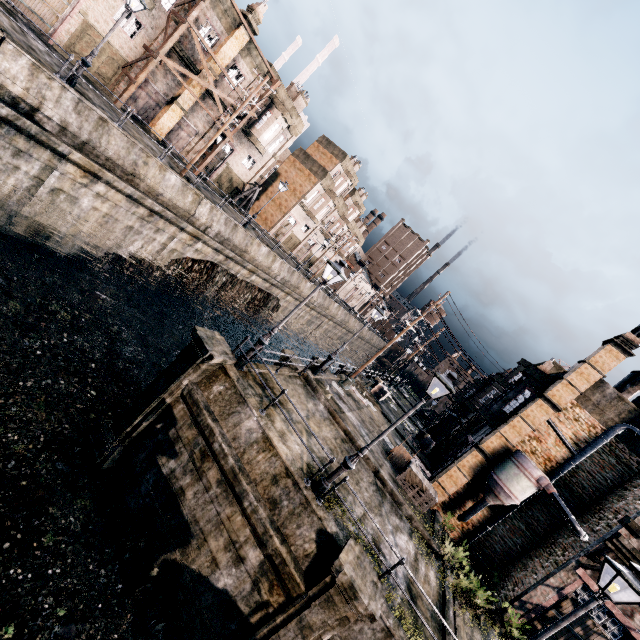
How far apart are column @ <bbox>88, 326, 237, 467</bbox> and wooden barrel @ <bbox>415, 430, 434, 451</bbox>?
23.4m

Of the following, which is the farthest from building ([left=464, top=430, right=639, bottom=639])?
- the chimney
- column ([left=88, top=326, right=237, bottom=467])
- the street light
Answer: column ([left=88, top=326, right=237, bottom=467])

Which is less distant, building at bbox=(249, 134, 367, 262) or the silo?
the silo

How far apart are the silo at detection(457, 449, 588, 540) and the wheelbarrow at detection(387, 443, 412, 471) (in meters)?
3.53

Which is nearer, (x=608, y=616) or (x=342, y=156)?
(x=608, y=616)

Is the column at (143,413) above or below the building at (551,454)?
below

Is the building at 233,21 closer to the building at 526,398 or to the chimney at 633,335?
the building at 526,398

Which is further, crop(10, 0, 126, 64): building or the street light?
crop(10, 0, 126, 64): building
